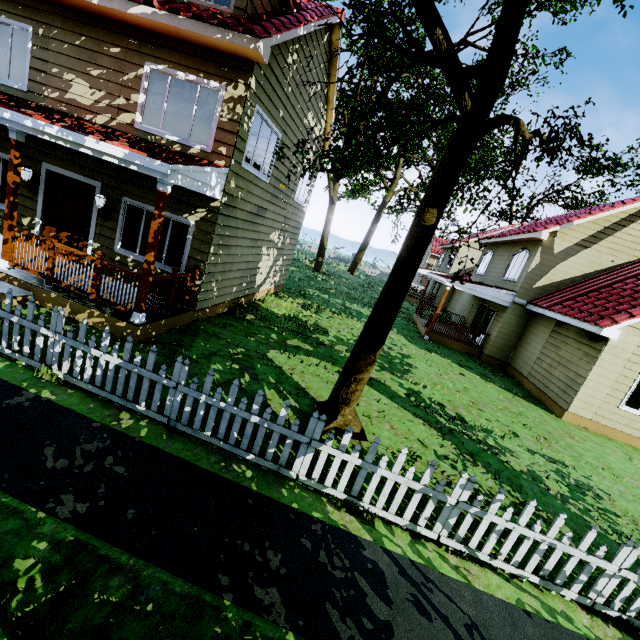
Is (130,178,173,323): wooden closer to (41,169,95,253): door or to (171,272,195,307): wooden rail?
(171,272,195,307): wooden rail

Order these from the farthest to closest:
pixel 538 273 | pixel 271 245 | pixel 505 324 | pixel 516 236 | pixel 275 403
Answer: pixel 516 236 < pixel 505 324 < pixel 538 273 < pixel 271 245 < pixel 275 403

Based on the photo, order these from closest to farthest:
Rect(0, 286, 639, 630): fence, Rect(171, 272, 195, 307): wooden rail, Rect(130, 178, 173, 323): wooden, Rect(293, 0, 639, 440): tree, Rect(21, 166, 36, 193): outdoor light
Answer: Rect(0, 286, 639, 630): fence < Rect(293, 0, 639, 440): tree < Rect(130, 178, 173, 323): wooden < Rect(171, 272, 195, 307): wooden rail < Rect(21, 166, 36, 193): outdoor light

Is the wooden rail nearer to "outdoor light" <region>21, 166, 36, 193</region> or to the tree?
"outdoor light" <region>21, 166, 36, 193</region>

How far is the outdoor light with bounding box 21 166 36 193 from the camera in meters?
7.9 m

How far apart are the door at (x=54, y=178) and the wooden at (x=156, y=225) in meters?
3.4 m

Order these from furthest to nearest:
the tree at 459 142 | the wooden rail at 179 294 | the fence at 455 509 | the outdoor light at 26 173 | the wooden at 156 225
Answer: the outdoor light at 26 173
the wooden rail at 179 294
the wooden at 156 225
the tree at 459 142
the fence at 455 509

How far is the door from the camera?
8.2m
